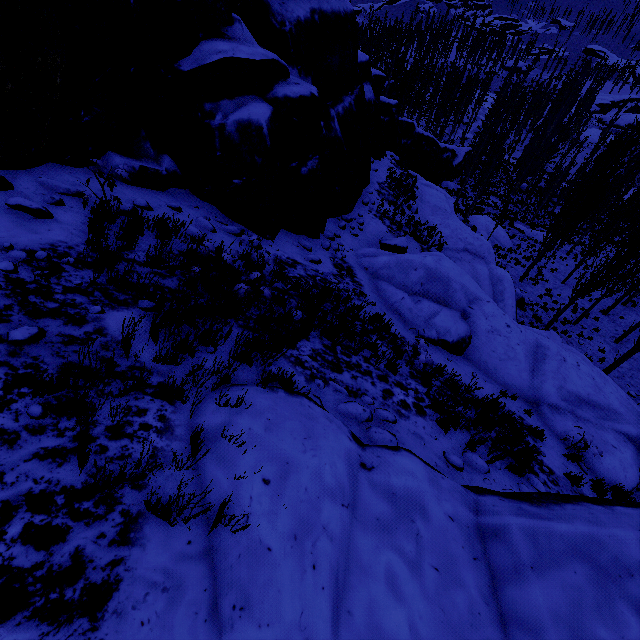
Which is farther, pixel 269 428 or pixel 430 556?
pixel 269 428

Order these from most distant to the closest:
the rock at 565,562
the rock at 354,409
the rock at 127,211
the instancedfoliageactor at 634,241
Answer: the instancedfoliageactor at 634,241 < the rock at 127,211 < the rock at 354,409 < the rock at 565,562

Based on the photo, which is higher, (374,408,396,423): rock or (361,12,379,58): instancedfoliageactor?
(361,12,379,58): instancedfoliageactor

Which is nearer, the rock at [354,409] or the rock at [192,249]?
the rock at [354,409]

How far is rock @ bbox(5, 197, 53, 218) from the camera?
4.3 meters

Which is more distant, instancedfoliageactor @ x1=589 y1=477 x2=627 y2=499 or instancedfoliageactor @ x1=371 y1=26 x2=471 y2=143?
instancedfoliageactor @ x1=371 y1=26 x2=471 y2=143

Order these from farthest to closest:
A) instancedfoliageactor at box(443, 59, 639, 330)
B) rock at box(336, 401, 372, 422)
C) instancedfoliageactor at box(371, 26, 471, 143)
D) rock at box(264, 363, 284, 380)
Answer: instancedfoliageactor at box(371, 26, 471, 143) → instancedfoliageactor at box(443, 59, 639, 330) → rock at box(336, 401, 372, 422) → rock at box(264, 363, 284, 380)
